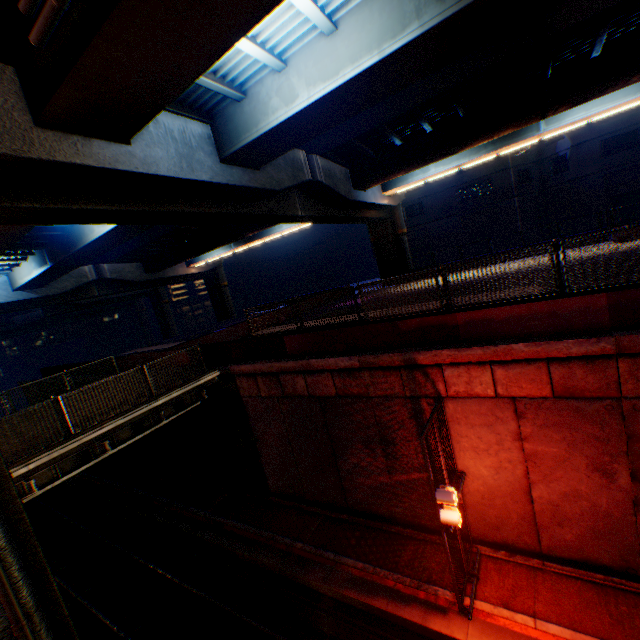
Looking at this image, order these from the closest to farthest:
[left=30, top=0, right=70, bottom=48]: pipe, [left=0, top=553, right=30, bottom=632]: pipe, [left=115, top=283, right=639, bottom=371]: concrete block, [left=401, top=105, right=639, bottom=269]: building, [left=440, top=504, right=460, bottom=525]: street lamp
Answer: [left=30, top=0, right=70, bottom=48]: pipe < [left=0, top=553, right=30, bottom=632]: pipe < [left=115, top=283, right=639, bottom=371]: concrete block < [left=440, top=504, right=460, bottom=525]: street lamp < [left=401, top=105, right=639, bottom=269]: building

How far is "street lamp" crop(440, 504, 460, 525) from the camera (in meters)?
7.41

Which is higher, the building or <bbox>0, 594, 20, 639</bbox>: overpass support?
the building

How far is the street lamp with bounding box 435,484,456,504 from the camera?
7.32m

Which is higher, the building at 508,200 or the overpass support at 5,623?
the building at 508,200

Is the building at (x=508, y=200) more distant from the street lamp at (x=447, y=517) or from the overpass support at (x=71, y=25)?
the street lamp at (x=447, y=517)

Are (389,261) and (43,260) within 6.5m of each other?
no

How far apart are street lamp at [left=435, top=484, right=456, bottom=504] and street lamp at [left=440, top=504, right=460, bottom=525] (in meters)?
0.29
